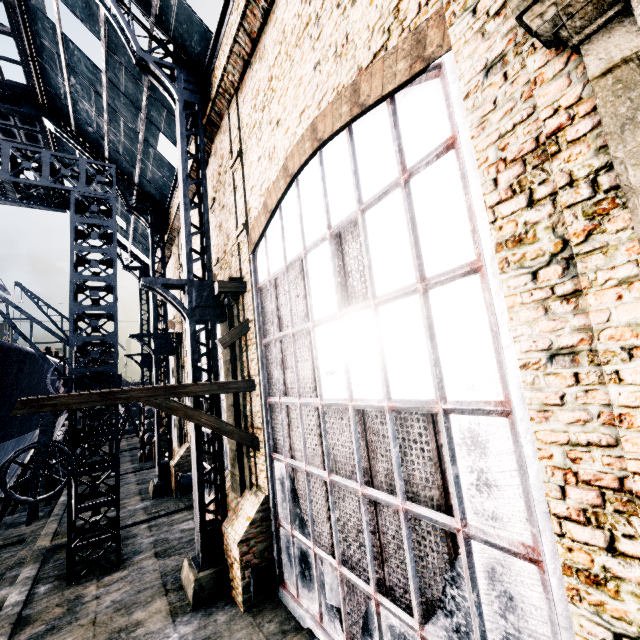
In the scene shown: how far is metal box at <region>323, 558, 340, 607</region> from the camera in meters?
7.0

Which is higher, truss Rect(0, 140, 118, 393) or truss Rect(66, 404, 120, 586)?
truss Rect(0, 140, 118, 393)

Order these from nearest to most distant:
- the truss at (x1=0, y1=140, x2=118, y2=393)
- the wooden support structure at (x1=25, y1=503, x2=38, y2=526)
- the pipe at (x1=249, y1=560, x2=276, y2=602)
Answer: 1. the pipe at (x1=249, y1=560, x2=276, y2=602)
2. the truss at (x1=0, y1=140, x2=118, y2=393)
3. the wooden support structure at (x1=25, y1=503, x2=38, y2=526)

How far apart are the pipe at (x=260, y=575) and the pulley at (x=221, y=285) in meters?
8.1 m

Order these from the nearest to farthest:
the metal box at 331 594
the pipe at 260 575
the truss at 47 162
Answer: the metal box at 331 594, the pipe at 260 575, the truss at 47 162

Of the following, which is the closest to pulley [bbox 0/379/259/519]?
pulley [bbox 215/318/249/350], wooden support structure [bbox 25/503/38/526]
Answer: pulley [bbox 215/318/249/350]

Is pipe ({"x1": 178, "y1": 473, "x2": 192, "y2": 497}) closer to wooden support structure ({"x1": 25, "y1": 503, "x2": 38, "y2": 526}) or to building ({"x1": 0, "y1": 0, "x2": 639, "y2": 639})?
building ({"x1": 0, "y1": 0, "x2": 639, "y2": 639})

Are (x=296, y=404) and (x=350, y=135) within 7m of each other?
yes
